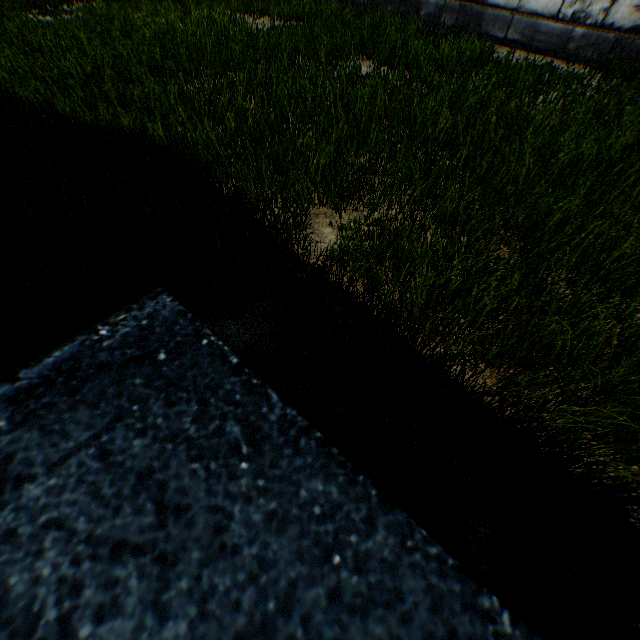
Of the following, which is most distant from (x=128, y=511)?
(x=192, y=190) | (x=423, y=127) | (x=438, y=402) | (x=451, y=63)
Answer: (x=451, y=63)
